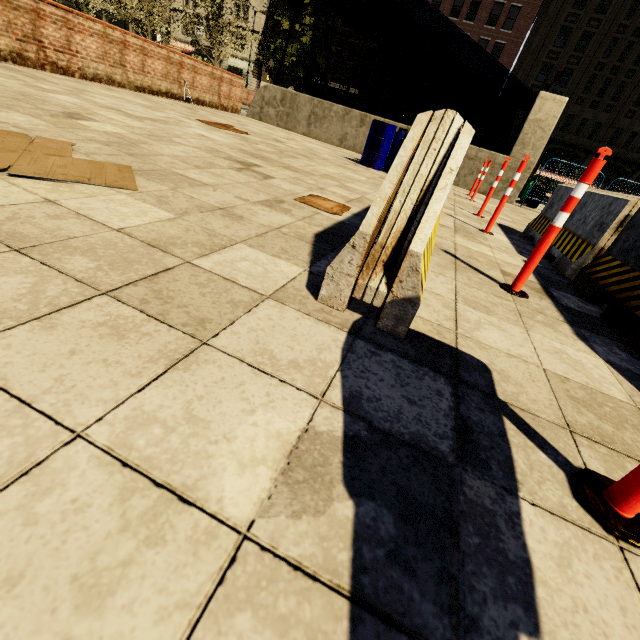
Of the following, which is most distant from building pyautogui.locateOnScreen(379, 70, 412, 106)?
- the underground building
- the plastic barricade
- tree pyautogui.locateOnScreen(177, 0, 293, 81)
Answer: the plastic barricade

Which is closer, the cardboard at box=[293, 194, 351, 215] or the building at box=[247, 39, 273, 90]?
the cardboard at box=[293, 194, 351, 215]

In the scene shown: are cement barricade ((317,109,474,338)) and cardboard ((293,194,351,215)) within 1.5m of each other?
yes

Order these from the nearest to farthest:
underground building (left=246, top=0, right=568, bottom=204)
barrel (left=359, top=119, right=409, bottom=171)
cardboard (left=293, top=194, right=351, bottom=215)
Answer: cardboard (left=293, top=194, right=351, bottom=215) < barrel (left=359, top=119, right=409, bottom=171) < underground building (left=246, top=0, right=568, bottom=204)

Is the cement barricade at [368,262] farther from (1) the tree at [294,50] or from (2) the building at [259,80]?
(2) the building at [259,80]

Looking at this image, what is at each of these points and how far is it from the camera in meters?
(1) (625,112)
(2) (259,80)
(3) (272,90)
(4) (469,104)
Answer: (1) building, 33.4 m
(2) building, 45.8 m
(3) underground building, 12.4 m
(4) building, 37.3 m

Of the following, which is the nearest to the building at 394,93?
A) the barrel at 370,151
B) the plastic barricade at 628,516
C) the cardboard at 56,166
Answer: the barrel at 370,151

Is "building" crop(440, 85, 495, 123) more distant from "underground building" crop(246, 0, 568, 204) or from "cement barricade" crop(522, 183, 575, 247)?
"cement barricade" crop(522, 183, 575, 247)
